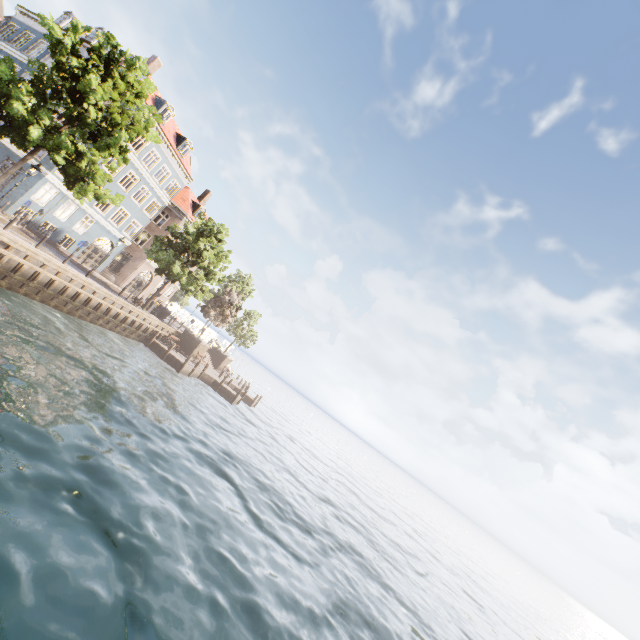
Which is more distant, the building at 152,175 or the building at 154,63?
the building at 154,63

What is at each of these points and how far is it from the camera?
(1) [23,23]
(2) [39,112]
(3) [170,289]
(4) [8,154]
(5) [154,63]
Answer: (1) building, 26.38m
(2) tree, 13.57m
(3) building, 41.88m
(4) building, 23.00m
(5) building, 29.42m

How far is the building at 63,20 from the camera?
26.7m

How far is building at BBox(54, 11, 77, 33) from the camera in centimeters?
2669cm

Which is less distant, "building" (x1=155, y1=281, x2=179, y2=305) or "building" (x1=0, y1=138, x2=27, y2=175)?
"building" (x1=0, y1=138, x2=27, y2=175)

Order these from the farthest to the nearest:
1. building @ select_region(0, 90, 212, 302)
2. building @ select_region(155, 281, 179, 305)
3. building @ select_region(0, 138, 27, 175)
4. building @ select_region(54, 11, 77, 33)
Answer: building @ select_region(155, 281, 179, 305) < building @ select_region(54, 11, 77, 33) < building @ select_region(0, 90, 212, 302) < building @ select_region(0, 138, 27, 175)
